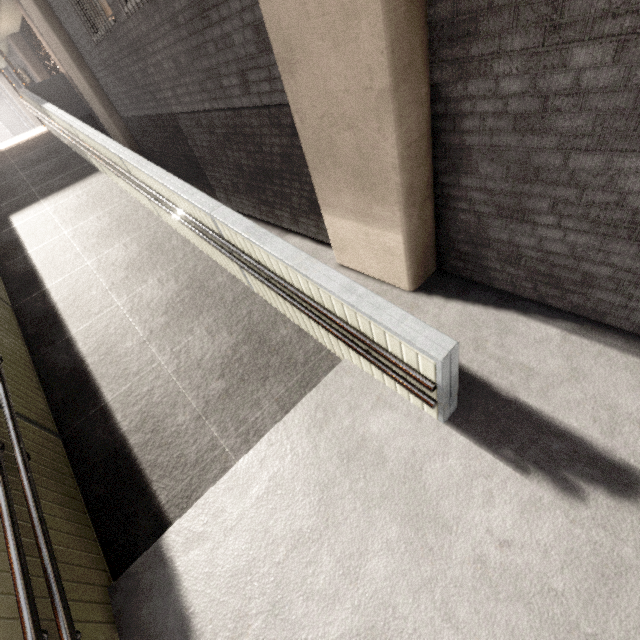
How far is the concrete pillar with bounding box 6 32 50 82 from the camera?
13.20m

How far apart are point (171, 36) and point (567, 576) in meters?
7.3

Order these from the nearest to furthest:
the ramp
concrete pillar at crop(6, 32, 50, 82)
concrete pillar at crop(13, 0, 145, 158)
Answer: the ramp → concrete pillar at crop(13, 0, 145, 158) → concrete pillar at crop(6, 32, 50, 82)

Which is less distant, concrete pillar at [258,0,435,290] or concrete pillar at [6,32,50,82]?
concrete pillar at [258,0,435,290]

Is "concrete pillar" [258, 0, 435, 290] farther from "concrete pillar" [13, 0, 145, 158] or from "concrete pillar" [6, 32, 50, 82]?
"concrete pillar" [6, 32, 50, 82]

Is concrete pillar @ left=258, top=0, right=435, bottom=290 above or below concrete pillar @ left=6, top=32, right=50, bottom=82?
below

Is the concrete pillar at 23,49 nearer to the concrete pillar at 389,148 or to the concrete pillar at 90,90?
the concrete pillar at 90,90

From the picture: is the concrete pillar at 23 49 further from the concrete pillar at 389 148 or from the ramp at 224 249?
the concrete pillar at 389 148
